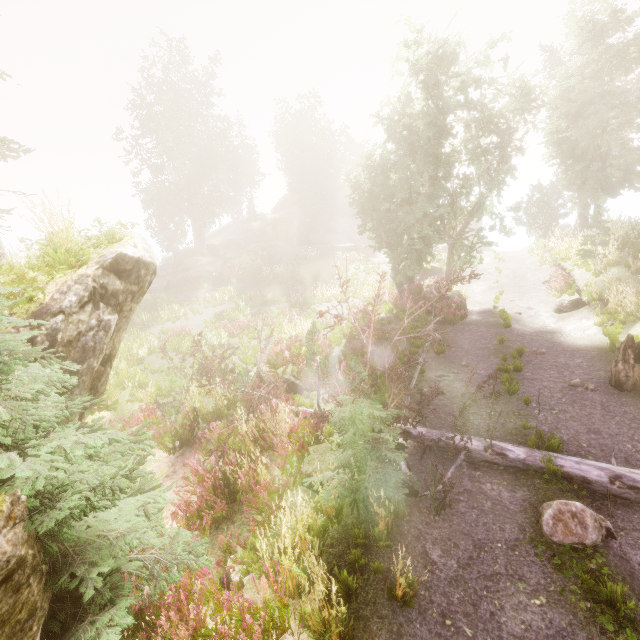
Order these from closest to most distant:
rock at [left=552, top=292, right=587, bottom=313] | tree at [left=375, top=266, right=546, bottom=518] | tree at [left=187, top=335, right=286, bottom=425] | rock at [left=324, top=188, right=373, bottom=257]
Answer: tree at [left=375, top=266, right=546, bottom=518], tree at [left=187, top=335, right=286, bottom=425], rock at [left=552, top=292, right=587, bottom=313], rock at [left=324, top=188, right=373, bottom=257]

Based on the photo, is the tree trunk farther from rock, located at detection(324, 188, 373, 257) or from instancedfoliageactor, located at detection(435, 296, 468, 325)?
rock, located at detection(324, 188, 373, 257)

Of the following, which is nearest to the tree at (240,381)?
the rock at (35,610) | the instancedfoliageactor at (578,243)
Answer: Answer: the instancedfoliageactor at (578,243)

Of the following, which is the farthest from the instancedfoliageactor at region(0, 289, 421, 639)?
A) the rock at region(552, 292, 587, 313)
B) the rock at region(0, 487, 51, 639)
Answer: the rock at region(552, 292, 587, 313)

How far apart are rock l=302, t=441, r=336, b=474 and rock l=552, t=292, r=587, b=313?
11.99m

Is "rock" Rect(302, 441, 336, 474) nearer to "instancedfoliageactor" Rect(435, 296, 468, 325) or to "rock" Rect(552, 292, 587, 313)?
"instancedfoliageactor" Rect(435, 296, 468, 325)

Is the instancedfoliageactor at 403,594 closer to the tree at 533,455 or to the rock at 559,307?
the tree at 533,455

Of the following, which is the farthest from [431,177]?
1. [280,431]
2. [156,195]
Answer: [156,195]
